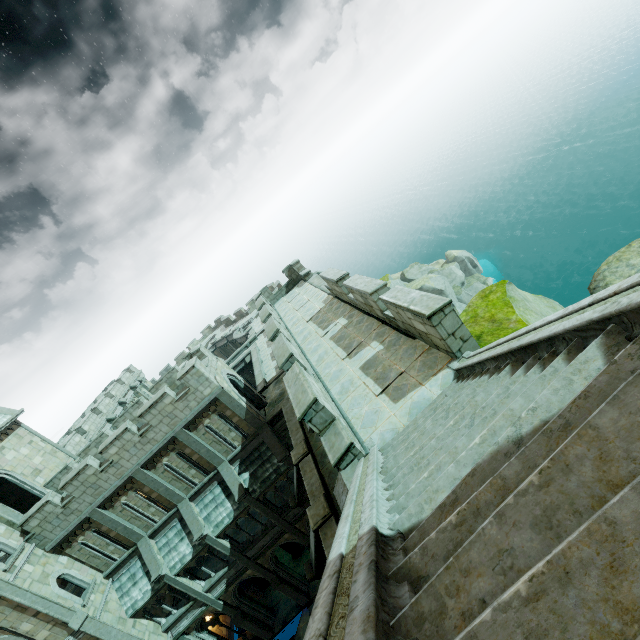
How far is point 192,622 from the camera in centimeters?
1959cm

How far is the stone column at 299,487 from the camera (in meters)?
14.85

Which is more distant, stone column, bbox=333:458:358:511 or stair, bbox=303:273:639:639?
stone column, bbox=333:458:358:511

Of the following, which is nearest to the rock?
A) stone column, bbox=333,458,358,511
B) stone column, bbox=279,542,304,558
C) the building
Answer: the building

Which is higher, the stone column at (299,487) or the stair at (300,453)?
the stair at (300,453)

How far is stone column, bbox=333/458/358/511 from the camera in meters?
6.3 m

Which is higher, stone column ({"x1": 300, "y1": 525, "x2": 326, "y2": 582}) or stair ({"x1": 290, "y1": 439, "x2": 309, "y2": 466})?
stair ({"x1": 290, "y1": 439, "x2": 309, "y2": 466})

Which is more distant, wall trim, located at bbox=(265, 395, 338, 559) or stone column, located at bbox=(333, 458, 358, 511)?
wall trim, located at bbox=(265, 395, 338, 559)
